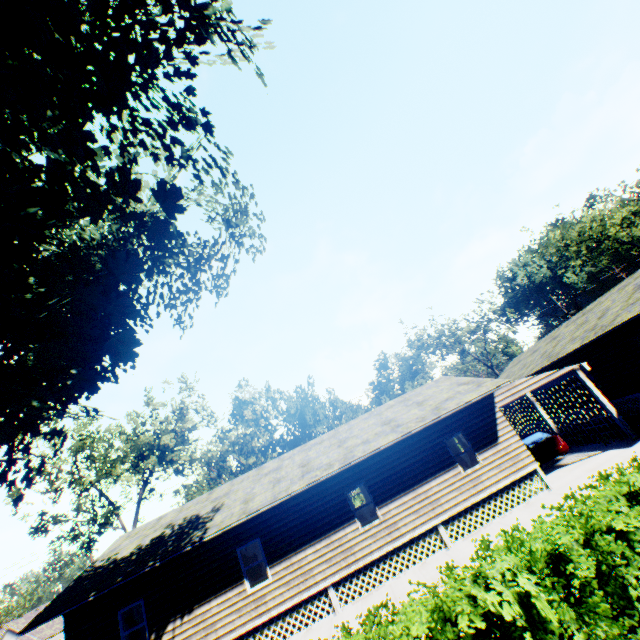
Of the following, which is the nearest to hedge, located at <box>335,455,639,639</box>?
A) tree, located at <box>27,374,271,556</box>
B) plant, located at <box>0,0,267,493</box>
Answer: plant, located at <box>0,0,267,493</box>

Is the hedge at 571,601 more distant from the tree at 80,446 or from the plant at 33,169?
the tree at 80,446

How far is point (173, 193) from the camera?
6.9m

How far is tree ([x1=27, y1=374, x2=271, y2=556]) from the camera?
24.1m

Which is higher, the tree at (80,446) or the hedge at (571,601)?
the tree at (80,446)

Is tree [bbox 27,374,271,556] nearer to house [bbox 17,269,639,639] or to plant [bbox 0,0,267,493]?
plant [bbox 0,0,267,493]

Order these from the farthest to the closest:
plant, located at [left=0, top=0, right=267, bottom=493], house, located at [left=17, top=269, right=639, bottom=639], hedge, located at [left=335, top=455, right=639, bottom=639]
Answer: house, located at [left=17, top=269, right=639, bottom=639] < plant, located at [left=0, top=0, right=267, bottom=493] < hedge, located at [left=335, top=455, right=639, bottom=639]
